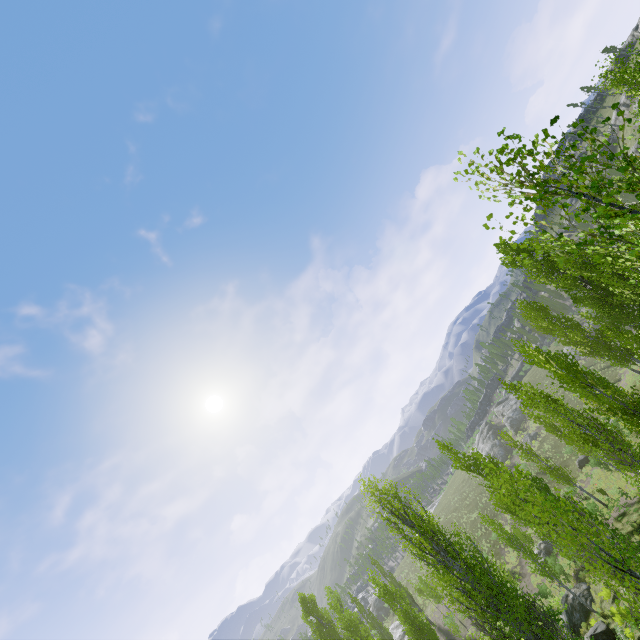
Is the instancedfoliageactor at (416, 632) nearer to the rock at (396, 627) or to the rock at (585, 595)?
the rock at (396, 627)

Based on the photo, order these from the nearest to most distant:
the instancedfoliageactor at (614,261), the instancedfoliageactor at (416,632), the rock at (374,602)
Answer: the instancedfoliageactor at (614,261) < the instancedfoliageactor at (416,632) < the rock at (374,602)

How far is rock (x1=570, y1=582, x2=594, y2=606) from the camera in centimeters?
2167cm

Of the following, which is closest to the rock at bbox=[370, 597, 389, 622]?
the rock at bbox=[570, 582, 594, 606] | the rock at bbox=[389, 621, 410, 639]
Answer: the rock at bbox=[389, 621, 410, 639]

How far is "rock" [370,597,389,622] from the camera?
56.5 meters

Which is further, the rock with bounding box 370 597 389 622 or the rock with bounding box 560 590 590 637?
the rock with bounding box 370 597 389 622

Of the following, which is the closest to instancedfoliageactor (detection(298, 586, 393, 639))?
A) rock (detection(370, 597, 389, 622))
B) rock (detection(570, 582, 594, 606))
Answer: rock (detection(570, 582, 594, 606))

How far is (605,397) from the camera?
13.78m
